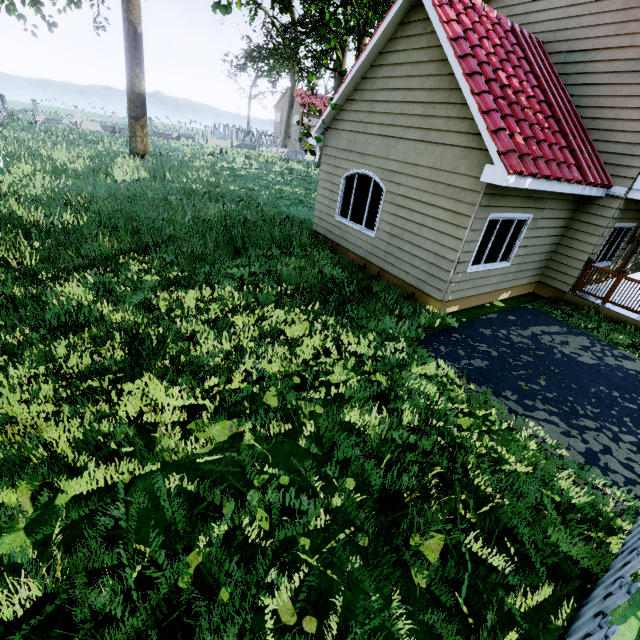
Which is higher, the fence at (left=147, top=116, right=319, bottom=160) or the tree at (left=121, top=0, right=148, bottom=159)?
the tree at (left=121, top=0, right=148, bottom=159)

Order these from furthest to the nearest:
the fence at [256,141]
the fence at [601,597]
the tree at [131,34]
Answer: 1. the fence at [256,141]
2. the tree at [131,34]
3. the fence at [601,597]

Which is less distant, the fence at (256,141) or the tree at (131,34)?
the tree at (131,34)

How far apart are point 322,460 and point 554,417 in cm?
402

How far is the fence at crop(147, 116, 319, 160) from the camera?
37.4m

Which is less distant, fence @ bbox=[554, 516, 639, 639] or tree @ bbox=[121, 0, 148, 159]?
fence @ bbox=[554, 516, 639, 639]
